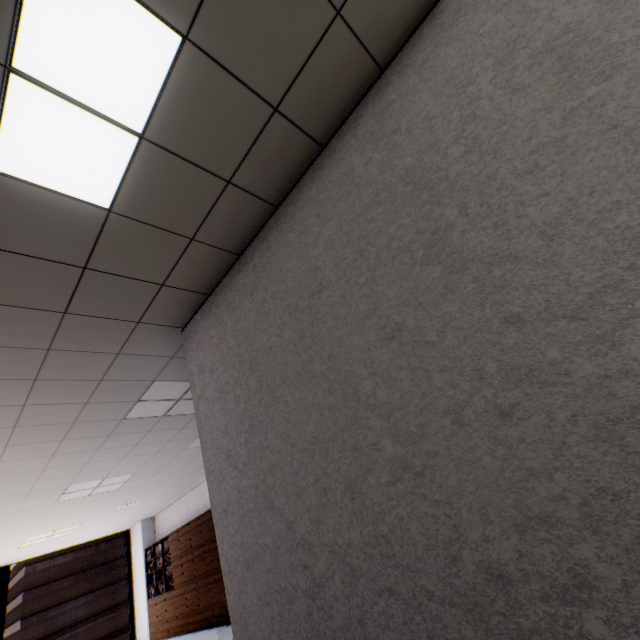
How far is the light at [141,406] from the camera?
3.8 meters

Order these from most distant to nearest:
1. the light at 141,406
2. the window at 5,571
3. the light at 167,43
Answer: the window at 5,571 → the light at 141,406 → the light at 167,43

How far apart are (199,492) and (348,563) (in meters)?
8.88

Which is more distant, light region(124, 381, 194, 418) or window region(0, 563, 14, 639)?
window region(0, 563, 14, 639)

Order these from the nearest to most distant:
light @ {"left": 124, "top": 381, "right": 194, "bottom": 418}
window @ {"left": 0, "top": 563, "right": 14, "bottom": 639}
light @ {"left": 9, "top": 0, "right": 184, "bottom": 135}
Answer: light @ {"left": 9, "top": 0, "right": 184, "bottom": 135} → light @ {"left": 124, "top": 381, "right": 194, "bottom": 418} → window @ {"left": 0, "top": 563, "right": 14, "bottom": 639}

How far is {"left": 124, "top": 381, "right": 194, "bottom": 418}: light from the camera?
3.8m

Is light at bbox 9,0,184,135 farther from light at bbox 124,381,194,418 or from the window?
the window

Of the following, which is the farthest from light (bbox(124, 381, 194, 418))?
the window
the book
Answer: the window
